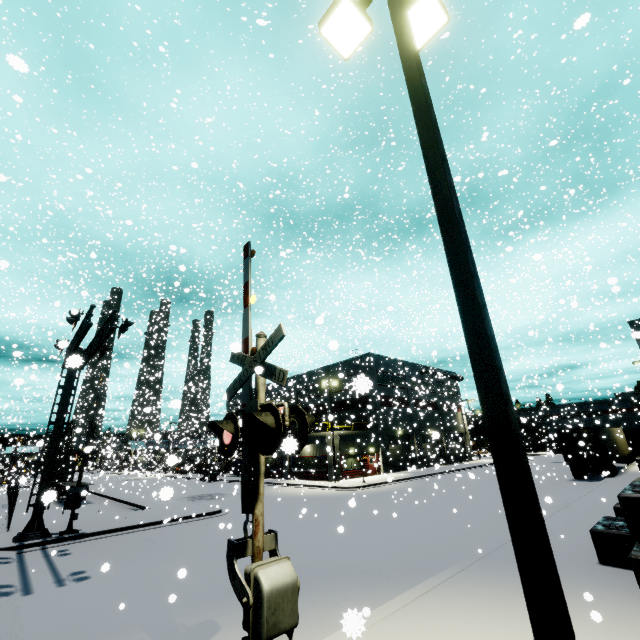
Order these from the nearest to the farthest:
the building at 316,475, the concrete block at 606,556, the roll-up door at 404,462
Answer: the concrete block at 606,556
the building at 316,475
the roll-up door at 404,462

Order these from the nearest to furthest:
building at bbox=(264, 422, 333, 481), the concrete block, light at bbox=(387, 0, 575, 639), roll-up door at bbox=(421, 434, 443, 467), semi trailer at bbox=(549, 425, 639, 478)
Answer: light at bbox=(387, 0, 575, 639)
the concrete block
roll-up door at bbox=(421, 434, 443, 467)
semi trailer at bbox=(549, 425, 639, 478)
building at bbox=(264, 422, 333, 481)

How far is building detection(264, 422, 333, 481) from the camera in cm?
3353

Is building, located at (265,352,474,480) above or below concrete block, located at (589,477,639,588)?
above

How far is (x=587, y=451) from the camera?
32.50m

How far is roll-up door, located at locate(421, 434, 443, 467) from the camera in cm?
2282

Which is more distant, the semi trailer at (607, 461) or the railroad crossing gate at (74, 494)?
the semi trailer at (607, 461)

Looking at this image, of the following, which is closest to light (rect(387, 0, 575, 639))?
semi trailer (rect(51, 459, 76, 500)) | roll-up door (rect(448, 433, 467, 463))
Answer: roll-up door (rect(448, 433, 467, 463))
